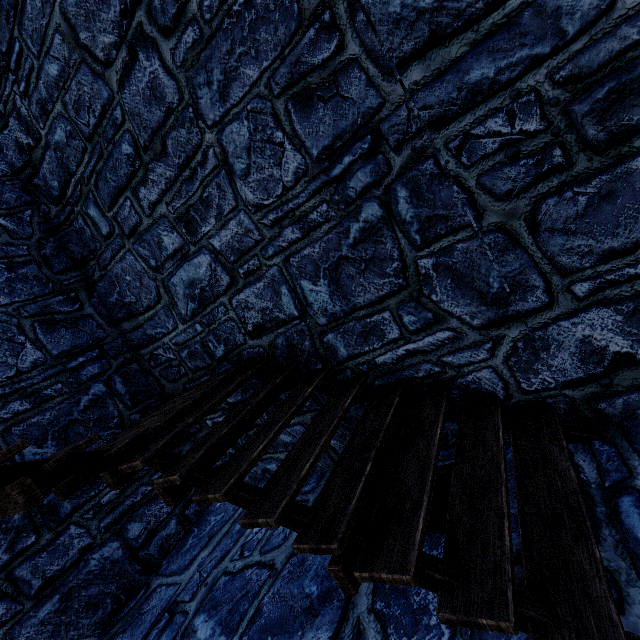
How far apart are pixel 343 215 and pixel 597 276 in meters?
1.9 m
